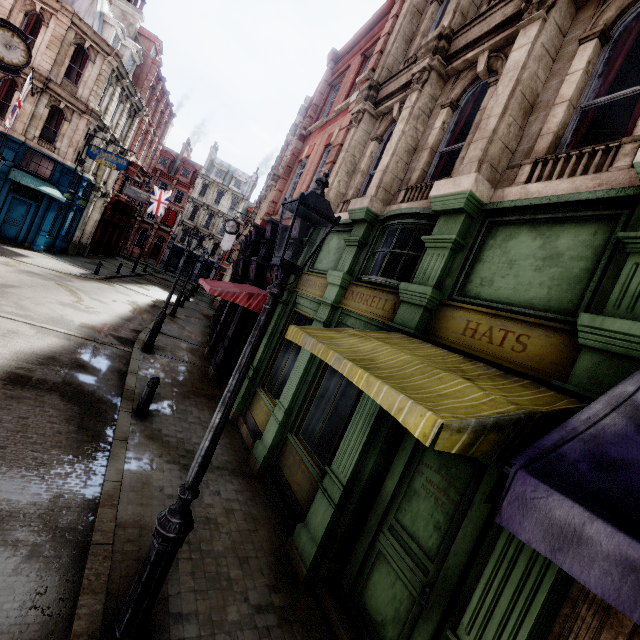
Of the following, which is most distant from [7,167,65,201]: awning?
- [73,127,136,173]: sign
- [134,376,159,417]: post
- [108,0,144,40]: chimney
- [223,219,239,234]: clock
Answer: [134,376,159,417]: post

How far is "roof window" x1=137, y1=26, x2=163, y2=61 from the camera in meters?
28.5

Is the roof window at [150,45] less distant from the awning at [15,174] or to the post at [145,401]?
the awning at [15,174]

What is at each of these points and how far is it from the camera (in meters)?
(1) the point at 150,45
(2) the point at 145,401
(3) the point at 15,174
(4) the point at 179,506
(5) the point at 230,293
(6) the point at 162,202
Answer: (1) roof window, 28.98
(2) post, 7.29
(3) awning, 18.30
(4) street light, 2.94
(5) awning, 9.17
(6) flag, 35.94

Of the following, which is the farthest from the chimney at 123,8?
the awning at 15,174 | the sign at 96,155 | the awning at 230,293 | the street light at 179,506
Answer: the street light at 179,506

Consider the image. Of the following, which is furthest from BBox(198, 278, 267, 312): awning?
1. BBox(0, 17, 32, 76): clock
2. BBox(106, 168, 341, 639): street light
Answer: BBox(0, 17, 32, 76): clock

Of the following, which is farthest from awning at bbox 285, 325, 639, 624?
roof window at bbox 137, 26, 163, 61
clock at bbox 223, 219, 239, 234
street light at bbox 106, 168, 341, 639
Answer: roof window at bbox 137, 26, 163, 61

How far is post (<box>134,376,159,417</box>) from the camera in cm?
727
